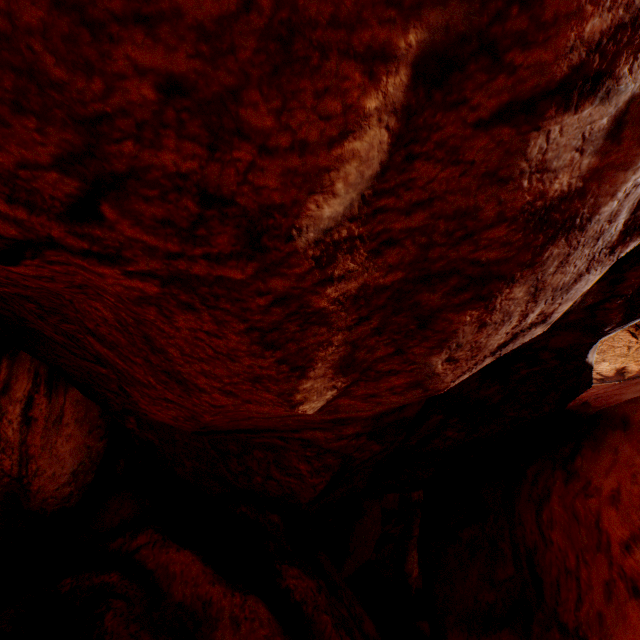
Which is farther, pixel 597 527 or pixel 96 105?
pixel 597 527
